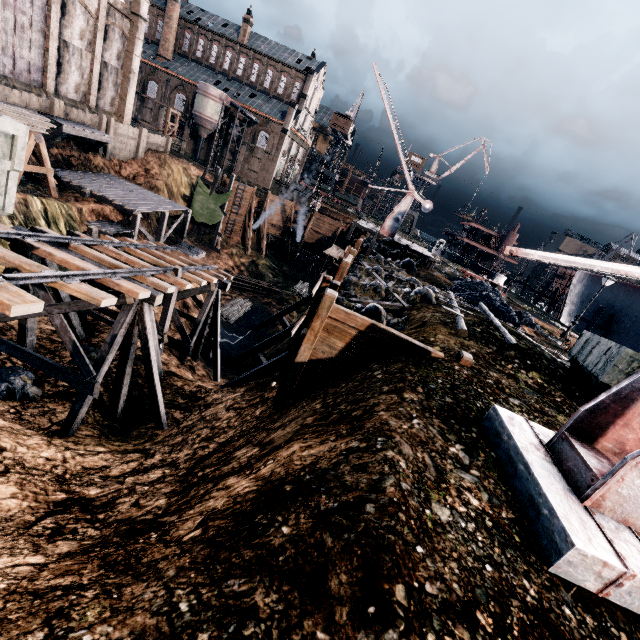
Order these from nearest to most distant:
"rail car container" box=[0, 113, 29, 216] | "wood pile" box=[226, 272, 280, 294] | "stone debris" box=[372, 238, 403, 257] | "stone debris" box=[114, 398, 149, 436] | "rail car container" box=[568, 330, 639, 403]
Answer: "rail car container" box=[0, 113, 29, 216] → "rail car container" box=[568, 330, 639, 403] → "stone debris" box=[114, 398, 149, 436] → "stone debris" box=[372, 238, 403, 257] → "wood pile" box=[226, 272, 280, 294]

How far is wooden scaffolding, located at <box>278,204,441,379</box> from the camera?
14.4 meters

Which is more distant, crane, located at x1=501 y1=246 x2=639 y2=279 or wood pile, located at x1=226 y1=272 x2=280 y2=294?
wood pile, located at x1=226 y1=272 x2=280 y2=294

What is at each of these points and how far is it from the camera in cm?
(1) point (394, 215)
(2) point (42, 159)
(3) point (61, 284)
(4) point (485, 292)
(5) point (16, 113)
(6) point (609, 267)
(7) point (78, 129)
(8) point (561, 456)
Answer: (1) crane, 3002
(2) wooden support structure, 2141
(3) railway, 849
(4) coal pile, 2323
(5) wood pile, 1992
(6) crane, 412
(7) wooden platform, 2666
(8) crane, 564

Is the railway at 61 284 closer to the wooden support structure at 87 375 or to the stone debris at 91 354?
the wooden support structure at 87 375

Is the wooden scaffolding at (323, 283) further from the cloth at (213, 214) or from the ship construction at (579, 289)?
the ship construction at (579, 289)

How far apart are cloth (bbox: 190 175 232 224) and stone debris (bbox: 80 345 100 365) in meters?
28.0

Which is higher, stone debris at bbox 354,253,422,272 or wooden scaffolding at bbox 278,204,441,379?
stone debris at bbox 354,253,422,272
